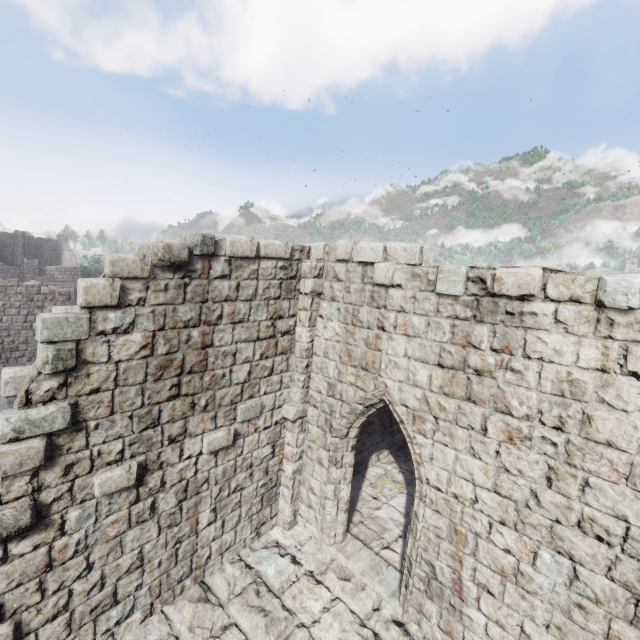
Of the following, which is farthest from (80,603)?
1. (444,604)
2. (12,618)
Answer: (444,604)
